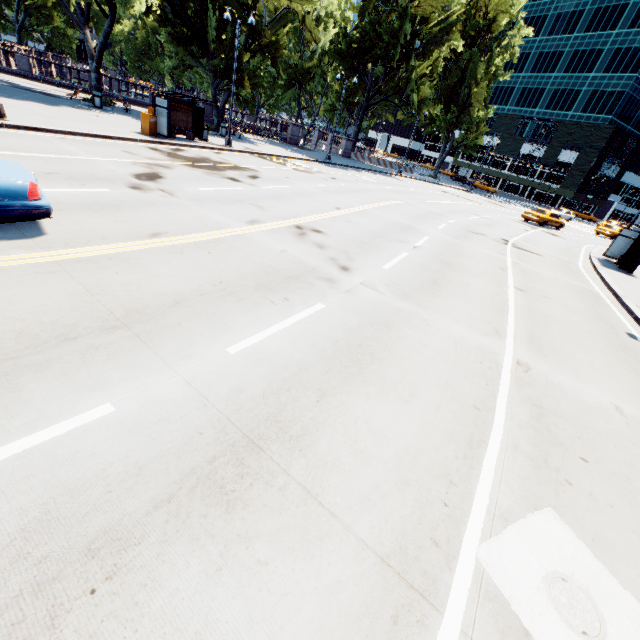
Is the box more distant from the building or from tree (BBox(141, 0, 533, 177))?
the building

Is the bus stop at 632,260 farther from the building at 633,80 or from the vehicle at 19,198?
the building at 633,80

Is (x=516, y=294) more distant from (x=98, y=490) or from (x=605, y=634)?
(x=98, y=490)

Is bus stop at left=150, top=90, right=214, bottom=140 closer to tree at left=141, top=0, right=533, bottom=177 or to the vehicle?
tree at left=141, top=0, right=533, bottom=177

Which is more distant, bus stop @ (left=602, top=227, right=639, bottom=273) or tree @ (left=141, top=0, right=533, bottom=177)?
tree @ (left=141, top=0, right=533, bottom=177)

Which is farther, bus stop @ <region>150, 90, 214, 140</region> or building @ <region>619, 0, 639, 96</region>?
building @ <region>619, 0, 639, 96</region>

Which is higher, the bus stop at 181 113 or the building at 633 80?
the building at 633 80

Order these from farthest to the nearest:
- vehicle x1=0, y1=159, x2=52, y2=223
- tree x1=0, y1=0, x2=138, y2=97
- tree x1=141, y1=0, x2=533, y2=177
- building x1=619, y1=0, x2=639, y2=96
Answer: building x1=619, y1=0, x2=639, y2=96 < tree x1=141, y1=0, x2=533, y2=177 < tree x1=0, y1=0, x2=138, y2=97 < vehicle x1=0, y1=159, x2=52, y2=223
